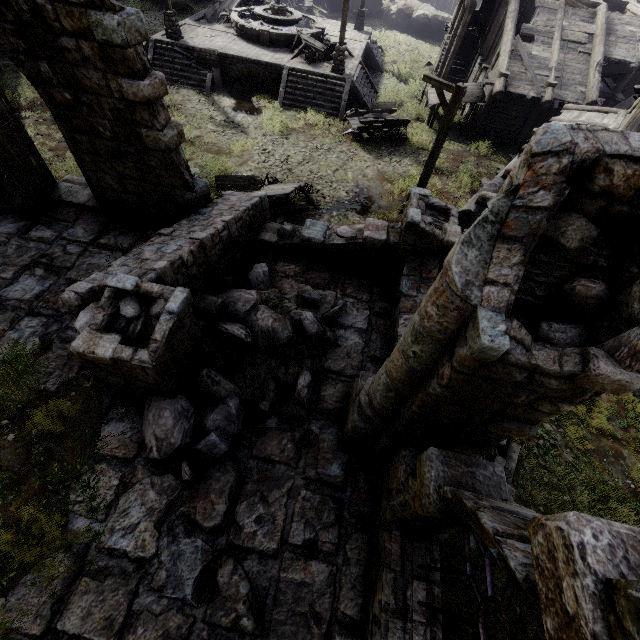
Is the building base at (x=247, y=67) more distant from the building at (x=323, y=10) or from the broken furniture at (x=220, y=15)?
the building at (x=323, y=10)

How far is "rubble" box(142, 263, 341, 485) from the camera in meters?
5.7

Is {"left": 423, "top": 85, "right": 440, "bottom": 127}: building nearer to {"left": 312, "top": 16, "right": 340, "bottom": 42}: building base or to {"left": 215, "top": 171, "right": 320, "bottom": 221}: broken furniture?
{"left": 215, "top": 171, "right": 320, "bottom": 221}: broken furniture

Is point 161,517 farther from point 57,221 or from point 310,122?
point 310,122

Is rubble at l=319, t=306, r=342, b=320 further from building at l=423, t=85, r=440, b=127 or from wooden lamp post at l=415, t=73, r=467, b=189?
wooden lamp post at l=415, t=73, r=467, b=189

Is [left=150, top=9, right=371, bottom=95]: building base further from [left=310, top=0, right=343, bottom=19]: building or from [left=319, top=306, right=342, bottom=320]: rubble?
[left=319, top=306, right=342, bottom=320]: rubble

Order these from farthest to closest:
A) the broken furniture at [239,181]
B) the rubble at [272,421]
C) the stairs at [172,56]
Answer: the stairs at [172,56]
the broken furniture at [239,181]
the rubble at [272,421]

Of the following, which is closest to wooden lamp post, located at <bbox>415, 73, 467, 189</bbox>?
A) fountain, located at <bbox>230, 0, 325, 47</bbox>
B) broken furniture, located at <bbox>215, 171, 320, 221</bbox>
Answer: broken furniture, located at <bbox>215, 171, 320, 221</bbox>
